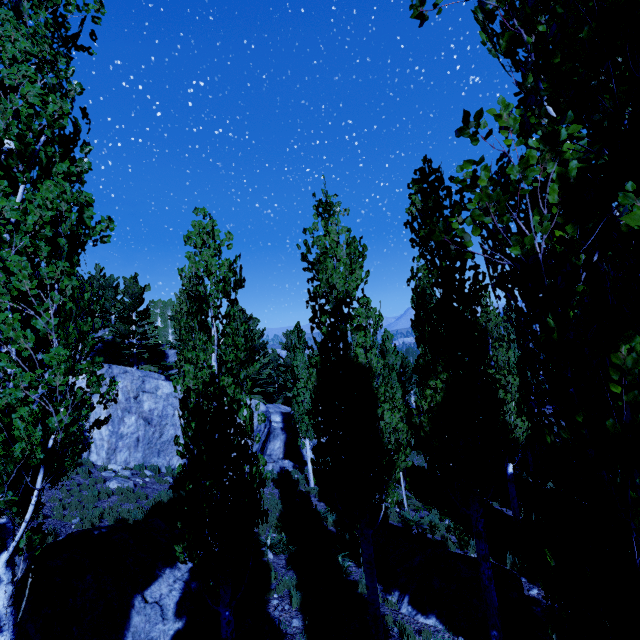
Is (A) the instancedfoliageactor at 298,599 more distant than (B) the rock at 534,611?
Yes

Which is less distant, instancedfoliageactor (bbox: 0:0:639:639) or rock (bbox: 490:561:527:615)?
instancedfoliageactor (bbox: 0:0:639:639)

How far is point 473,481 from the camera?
6.4 meters

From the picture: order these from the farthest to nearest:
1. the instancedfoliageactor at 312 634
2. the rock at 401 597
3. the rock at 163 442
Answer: the rock at 163 442, the rock at 401 597, the instancedfoliageactor at 312 634

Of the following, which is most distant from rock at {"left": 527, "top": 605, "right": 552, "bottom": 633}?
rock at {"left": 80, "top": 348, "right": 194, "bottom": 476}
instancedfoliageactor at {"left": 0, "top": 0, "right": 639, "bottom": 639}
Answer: rock at {"left": 80, "top": 348, "right": 194, "bottom": 476}

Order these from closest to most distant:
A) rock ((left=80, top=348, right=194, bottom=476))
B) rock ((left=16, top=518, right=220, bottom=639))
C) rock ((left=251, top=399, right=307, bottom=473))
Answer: rock ((left=16, top=518, right=220, bottom=639))
rock ((left=80, top=348, right=194, bottom=476))
rock ((left=251, top=399, right=307, bottom=473))

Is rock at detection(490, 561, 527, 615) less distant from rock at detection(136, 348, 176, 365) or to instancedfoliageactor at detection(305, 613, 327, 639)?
instancedfoliageactor at detection(305, 613, 327, 639)
